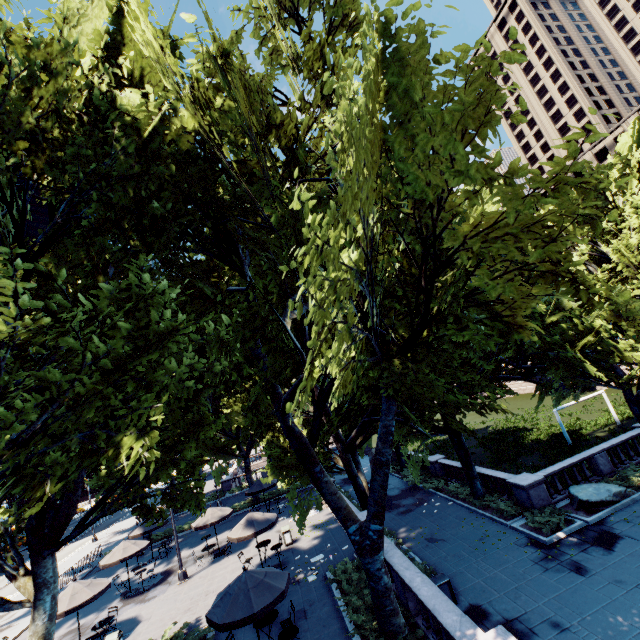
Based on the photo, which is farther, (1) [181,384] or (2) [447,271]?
(2) [447,271]

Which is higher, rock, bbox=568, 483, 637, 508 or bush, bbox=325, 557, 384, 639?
bush, bbox=325, 557, 384, 639

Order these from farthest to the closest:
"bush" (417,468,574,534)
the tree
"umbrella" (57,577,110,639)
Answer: "bush" (417,468,574,534) → "umbrella" (57,577,110,639) → the tree

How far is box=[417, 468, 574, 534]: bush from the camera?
15.7m

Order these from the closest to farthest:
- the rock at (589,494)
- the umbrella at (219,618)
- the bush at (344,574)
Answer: the umbrella at (219,618)
the bush at (344,574)
the rock at (589,494)

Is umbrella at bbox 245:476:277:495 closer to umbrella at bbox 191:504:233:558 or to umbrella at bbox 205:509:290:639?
umbrella at bbox 191:504:233:558

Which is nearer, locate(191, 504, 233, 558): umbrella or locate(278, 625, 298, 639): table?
locate(278, 625, 298, 639): table

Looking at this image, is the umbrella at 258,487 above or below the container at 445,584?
above
